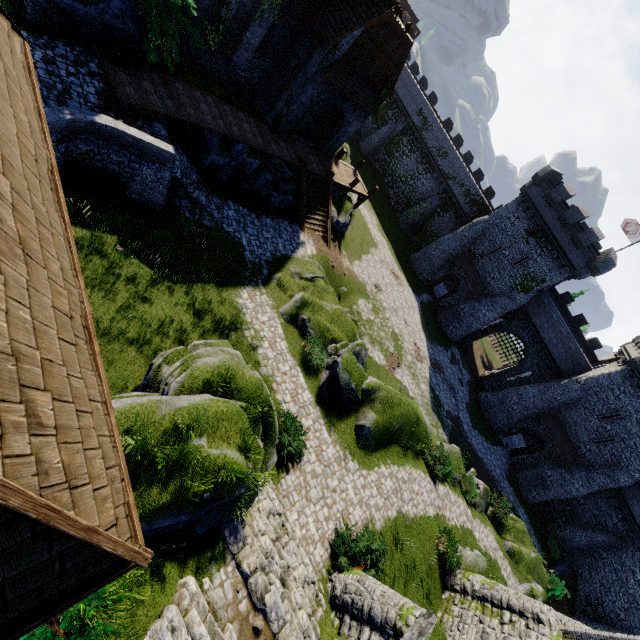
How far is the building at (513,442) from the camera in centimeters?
3438cm

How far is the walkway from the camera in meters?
27.1

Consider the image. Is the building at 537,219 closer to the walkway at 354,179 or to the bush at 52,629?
the walkway at 354,179

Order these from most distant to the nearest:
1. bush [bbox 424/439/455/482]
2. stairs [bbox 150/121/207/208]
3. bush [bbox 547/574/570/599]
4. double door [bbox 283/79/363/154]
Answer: bush [bbox 547/574/570/599] < double door [bbox 283/79/363/154] < bush [bbox 424/439/455/482] < stairs [bbox 150/121/207/208]

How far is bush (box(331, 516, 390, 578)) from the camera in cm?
1211

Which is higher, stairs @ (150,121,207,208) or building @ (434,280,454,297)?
stairs @ (150,121,207,208)

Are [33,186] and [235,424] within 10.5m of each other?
yes

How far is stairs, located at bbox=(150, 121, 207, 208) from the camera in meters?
14.5
